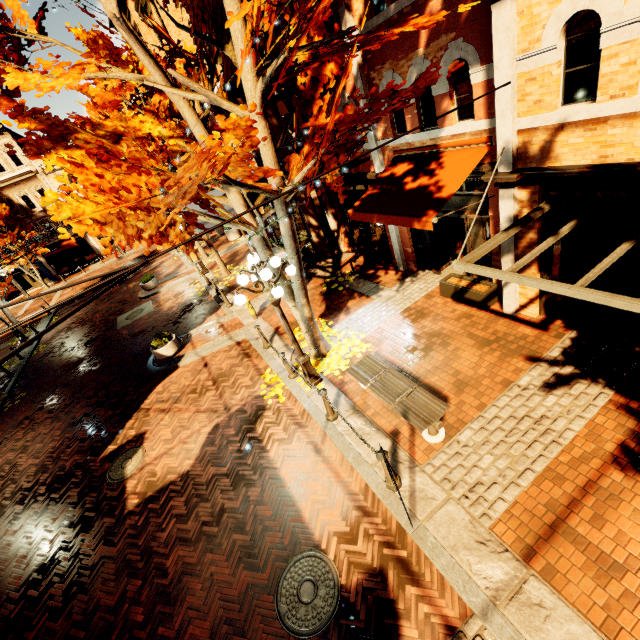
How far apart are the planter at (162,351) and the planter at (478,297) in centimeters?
942cm

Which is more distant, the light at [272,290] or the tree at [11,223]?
the tree at [11,223]

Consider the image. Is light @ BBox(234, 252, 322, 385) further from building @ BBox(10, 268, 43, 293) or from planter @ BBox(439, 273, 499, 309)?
building @ BBox(10, 268, 43, 293)

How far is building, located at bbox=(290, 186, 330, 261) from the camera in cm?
1322

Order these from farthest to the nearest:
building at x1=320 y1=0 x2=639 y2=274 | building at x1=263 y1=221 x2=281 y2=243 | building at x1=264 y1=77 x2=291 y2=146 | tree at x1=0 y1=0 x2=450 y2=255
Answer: building at x1=263 y1=221 x2=281 y2=243, building at x1=264 y1=77 x2=291 y2=146, building at x1=320 y1=0 x2=639 y2=274, tree at x1=0 y1=0 x2=450 y2=255

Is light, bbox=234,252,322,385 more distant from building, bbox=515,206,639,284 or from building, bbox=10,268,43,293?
building, bbox=10,268,43,293

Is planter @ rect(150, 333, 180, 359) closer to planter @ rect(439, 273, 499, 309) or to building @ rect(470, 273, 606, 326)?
building @ rect(470, 273, 606, 326)

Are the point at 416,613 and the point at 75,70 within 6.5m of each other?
no
